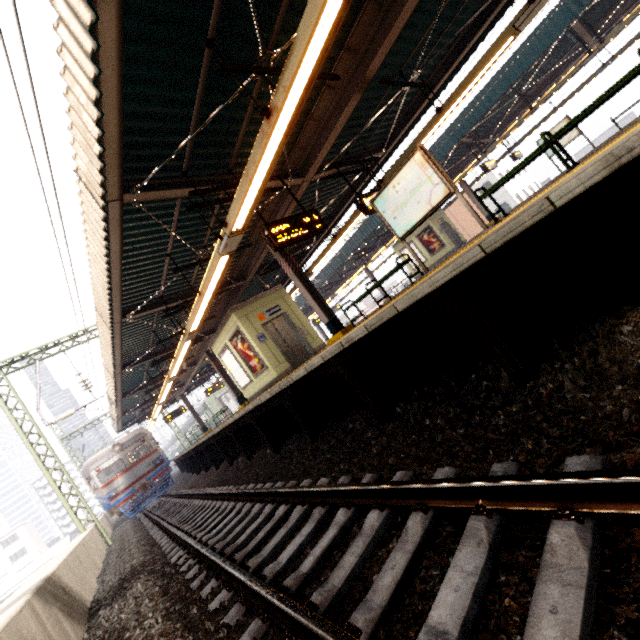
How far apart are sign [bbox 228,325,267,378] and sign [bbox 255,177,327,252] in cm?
512

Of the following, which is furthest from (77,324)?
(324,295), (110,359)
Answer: (324,295)

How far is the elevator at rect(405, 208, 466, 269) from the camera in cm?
2045

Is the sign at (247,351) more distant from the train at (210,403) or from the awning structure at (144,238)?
the train at (210,403)

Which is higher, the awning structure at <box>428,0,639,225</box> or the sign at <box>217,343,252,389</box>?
the awning structure at <box>428,0,639,225</box>

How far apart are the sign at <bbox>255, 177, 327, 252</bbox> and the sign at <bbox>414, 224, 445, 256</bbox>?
15.5 meters

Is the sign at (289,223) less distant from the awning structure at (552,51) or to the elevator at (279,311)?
the elevator at (279,311)

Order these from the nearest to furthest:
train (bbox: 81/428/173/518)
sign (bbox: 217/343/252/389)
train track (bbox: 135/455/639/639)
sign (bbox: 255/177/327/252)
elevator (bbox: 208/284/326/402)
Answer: train track (bbox: 135/455/639/639) → sign (bbox: 255/177/327/252) → elevator (bbox: 208/284/326/402) → sign (bbox: 217/343/252/389) → train (bbox: 81/428/173/518)
